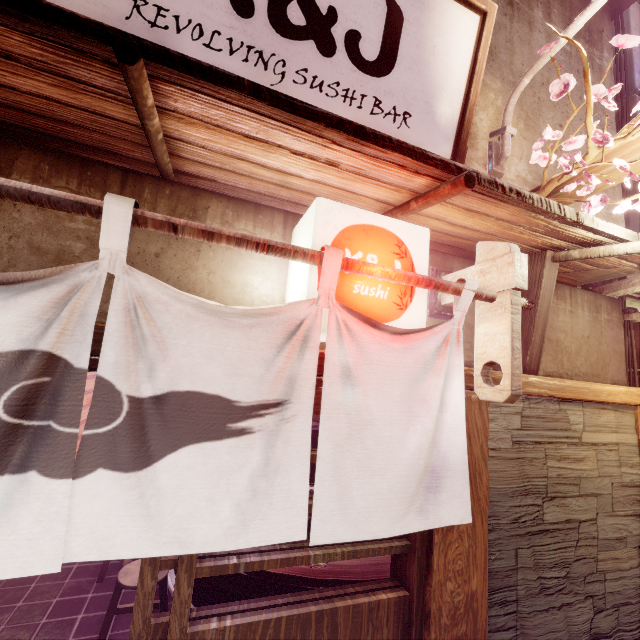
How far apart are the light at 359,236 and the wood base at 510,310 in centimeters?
68cm

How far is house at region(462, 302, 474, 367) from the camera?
4.4 meters

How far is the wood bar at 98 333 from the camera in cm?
241

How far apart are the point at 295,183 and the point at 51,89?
2.0m

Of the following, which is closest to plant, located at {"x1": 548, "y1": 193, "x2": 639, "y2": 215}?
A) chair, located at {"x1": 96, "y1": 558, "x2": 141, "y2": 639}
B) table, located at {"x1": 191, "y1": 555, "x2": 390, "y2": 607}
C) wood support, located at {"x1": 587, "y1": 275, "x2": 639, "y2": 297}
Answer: wood support, located at {"x1": 587, "y1": 275, "x2": 639, "y2": 297}

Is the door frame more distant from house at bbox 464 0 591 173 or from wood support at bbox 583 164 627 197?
wood support at bbox 583 164 627 197

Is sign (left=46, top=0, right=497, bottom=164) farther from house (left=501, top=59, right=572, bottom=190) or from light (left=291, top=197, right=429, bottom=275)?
light (left=291, top=197, right=429, bottom=275)

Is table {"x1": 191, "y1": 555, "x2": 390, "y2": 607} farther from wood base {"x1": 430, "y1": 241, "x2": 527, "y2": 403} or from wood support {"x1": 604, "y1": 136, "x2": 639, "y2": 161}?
wood support {"x1": 604, "y1": 136, "x2": 639, "y2": 161}
